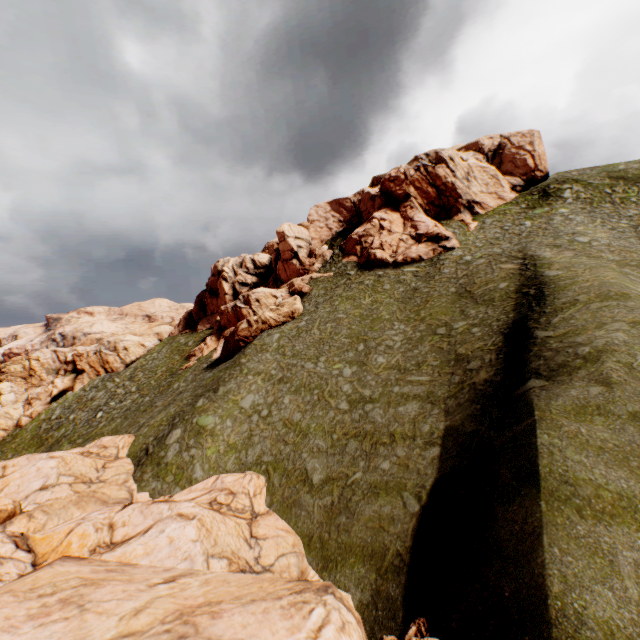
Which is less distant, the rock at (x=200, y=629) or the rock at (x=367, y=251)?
the rock at (x=200, y=629)

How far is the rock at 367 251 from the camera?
40.6m

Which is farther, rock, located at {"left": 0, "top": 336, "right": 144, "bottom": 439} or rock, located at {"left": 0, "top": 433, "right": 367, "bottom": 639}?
rock, located at {"left": 0, "top": 336, "right": 144, "bottom": 439}

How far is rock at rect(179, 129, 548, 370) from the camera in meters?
40.6 m

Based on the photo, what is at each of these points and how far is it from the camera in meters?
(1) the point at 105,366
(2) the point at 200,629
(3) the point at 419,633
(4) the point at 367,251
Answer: (1) rock, 56.5 m
(2) rock, 8.0 m
(3) rock, 10.0 m
(4) rock, 42.4 m

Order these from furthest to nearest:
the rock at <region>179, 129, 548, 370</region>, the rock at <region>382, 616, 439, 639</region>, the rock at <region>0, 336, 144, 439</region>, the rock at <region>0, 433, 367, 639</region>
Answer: the rock at <region>0, 336, 144, 439</region>, the rock at <region>179, 129, 548, 370</region>, the rock at <region>382, 616, 439, 639</region>, the rock at <region>0, 433, 367, 639</region>
